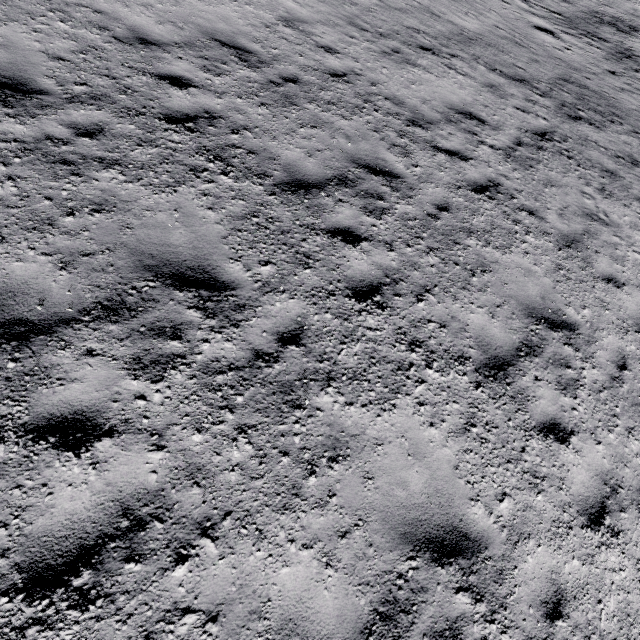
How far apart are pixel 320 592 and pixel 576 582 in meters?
3.1 m
